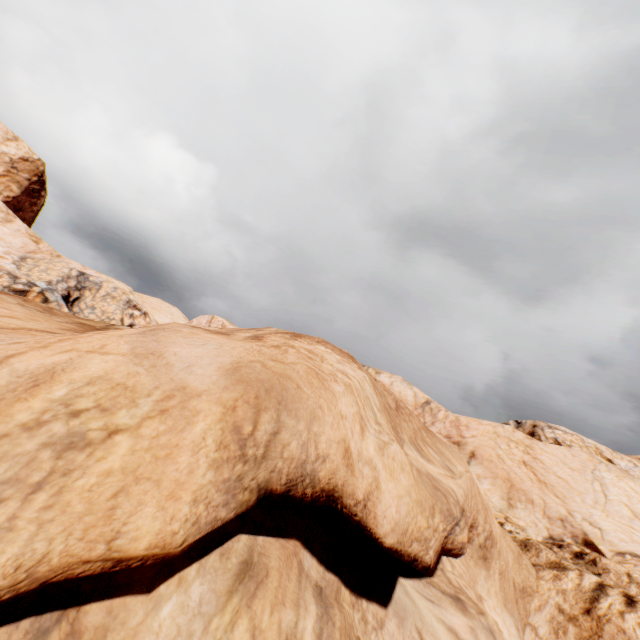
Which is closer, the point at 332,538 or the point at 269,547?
the point at 269,547
